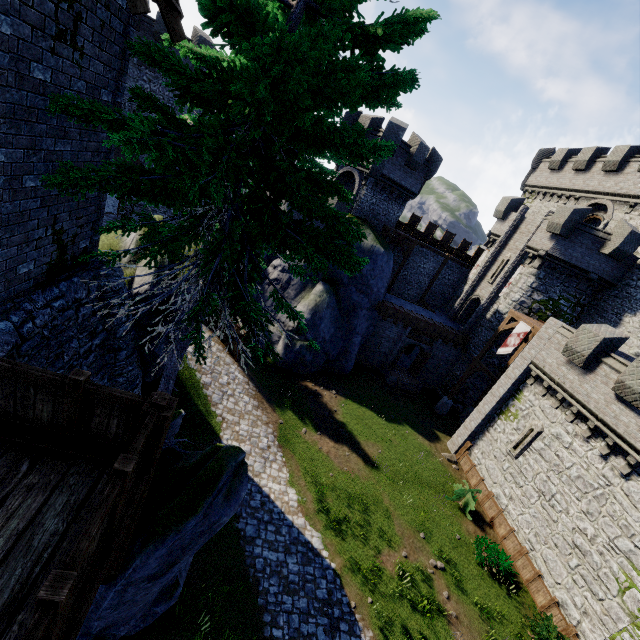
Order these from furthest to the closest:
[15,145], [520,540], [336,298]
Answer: [336,298]
[520,540]
[15,145]

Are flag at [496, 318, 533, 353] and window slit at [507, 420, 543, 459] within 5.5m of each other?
yes

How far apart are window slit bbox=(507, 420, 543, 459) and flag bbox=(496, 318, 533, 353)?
4.9 meters

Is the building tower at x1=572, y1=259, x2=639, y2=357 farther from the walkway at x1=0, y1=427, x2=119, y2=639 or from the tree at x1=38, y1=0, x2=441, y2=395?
the walkway at x1=0, y1=427, x2=119, y2=639

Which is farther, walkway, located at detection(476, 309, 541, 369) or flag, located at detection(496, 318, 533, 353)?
walkway, located at detection(476, 309, 541, 369)

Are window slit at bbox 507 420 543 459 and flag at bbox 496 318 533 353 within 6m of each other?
yes

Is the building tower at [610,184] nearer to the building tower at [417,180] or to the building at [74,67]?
the building tower at [417,180]

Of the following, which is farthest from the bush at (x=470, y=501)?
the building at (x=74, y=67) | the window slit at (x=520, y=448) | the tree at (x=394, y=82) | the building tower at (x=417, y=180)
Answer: the building at (x=74, y=67)
